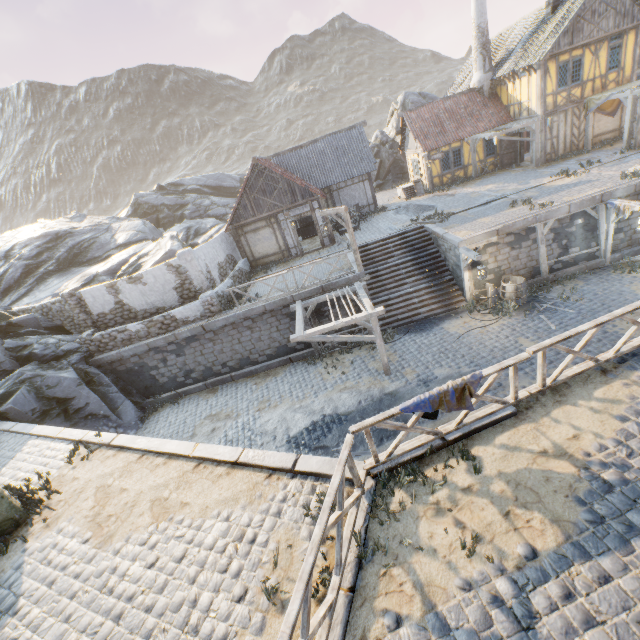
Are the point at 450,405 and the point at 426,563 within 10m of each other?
yes

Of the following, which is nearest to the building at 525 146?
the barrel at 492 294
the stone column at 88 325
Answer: the barrel at 492 294

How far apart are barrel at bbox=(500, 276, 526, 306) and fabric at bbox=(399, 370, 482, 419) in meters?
10.2

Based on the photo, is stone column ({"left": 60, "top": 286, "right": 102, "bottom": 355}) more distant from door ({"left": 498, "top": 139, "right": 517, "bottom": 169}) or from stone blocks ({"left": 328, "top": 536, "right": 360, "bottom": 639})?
door ({"left": 498, "top": 139, "right": 517, "bottom": 169})

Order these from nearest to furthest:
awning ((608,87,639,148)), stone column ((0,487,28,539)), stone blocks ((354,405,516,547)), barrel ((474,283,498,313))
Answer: stone blocks ((354,405,516,547)), stone column ((0,487,28,539)), barrel ((474,283,498,313)), awning ((608,87,639,148))

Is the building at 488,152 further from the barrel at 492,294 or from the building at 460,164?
the barrel at 492,294

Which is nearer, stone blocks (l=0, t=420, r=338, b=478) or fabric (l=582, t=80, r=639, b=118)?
stone blocks (l=0, t=420, r=338, b=478)

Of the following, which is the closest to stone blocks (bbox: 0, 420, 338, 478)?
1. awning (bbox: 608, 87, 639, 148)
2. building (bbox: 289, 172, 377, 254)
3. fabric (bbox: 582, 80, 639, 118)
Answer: awning (bbox: 608, 87, 639, 148)
